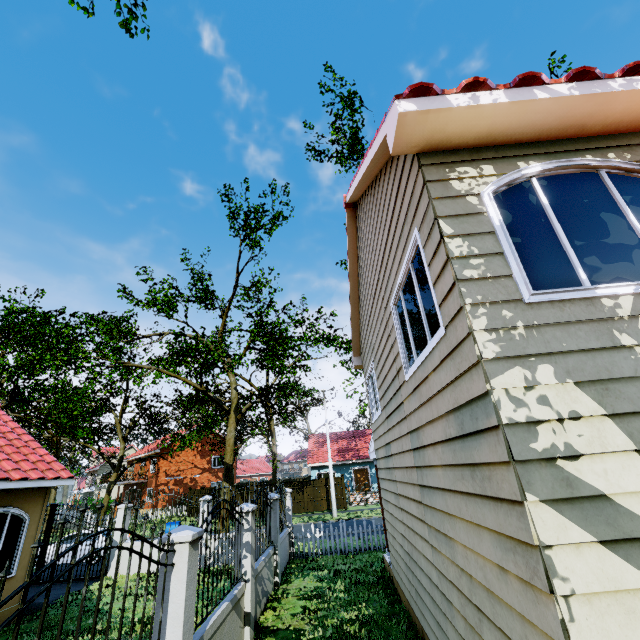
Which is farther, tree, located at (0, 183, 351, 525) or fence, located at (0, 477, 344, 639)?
tree, located at (0, 183, 351, 525)

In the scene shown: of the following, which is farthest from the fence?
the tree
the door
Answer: the door

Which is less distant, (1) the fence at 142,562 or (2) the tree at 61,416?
(1) the fence at 142,562

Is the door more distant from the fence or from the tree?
the tree

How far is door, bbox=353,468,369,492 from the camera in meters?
31.5 m

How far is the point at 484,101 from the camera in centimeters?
320cm

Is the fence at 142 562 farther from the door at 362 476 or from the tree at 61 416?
the door at 362 476
